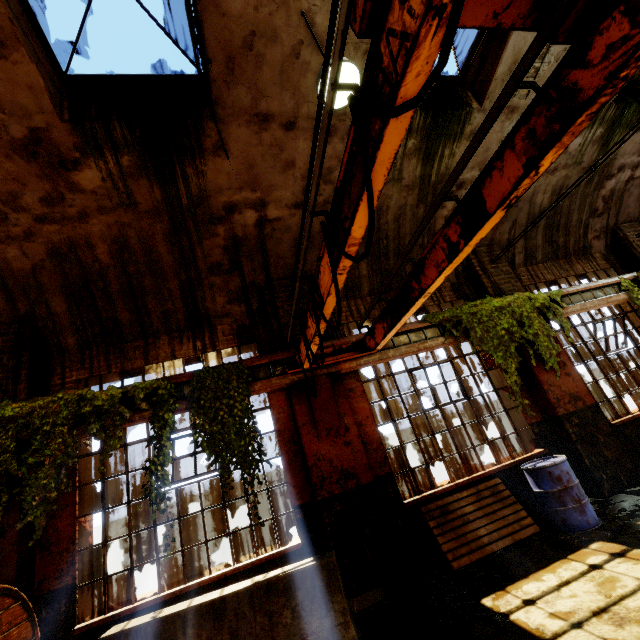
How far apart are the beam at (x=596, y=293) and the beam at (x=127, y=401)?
7.6 meters

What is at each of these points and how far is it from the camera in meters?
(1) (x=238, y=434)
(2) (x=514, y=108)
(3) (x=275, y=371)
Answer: (1) vine, 4.9 m
(2) building, 6.4 m
(3) beam, 5.6 m

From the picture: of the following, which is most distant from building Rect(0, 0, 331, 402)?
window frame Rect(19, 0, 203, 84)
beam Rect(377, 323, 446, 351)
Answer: beam Rect(377, 323, 446, 351)

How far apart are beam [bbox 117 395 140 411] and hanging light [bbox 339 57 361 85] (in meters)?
4.67

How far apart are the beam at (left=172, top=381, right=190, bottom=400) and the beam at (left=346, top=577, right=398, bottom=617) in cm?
331

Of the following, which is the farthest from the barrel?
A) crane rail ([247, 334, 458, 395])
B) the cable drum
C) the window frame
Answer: the window frame

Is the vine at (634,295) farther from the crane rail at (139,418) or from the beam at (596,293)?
the crane rail at (139,418)
